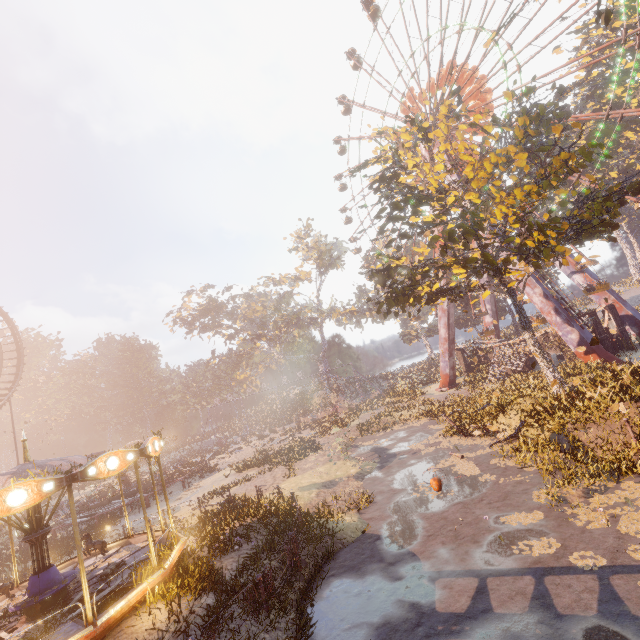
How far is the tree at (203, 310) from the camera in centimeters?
5091cm

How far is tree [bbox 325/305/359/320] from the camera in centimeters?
5172cm

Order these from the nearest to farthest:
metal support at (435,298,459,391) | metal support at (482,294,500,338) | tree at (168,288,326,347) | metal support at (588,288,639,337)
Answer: metal support at (588,288,639,337), metal support at (435,298,459,391), metal support at (482,294,500,338), tree at (168,288,326,347)

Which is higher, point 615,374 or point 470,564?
point 615,374

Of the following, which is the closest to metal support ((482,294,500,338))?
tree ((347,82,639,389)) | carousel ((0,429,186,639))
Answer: tree ((347,82,639,389))

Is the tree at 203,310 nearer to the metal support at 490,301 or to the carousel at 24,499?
the metal support at 490,301

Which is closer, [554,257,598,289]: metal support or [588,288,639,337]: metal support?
[588,288,639,337]: metal support

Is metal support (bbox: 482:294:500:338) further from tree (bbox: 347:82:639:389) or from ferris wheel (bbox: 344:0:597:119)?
tree (bbox: 347:82:639:389)
